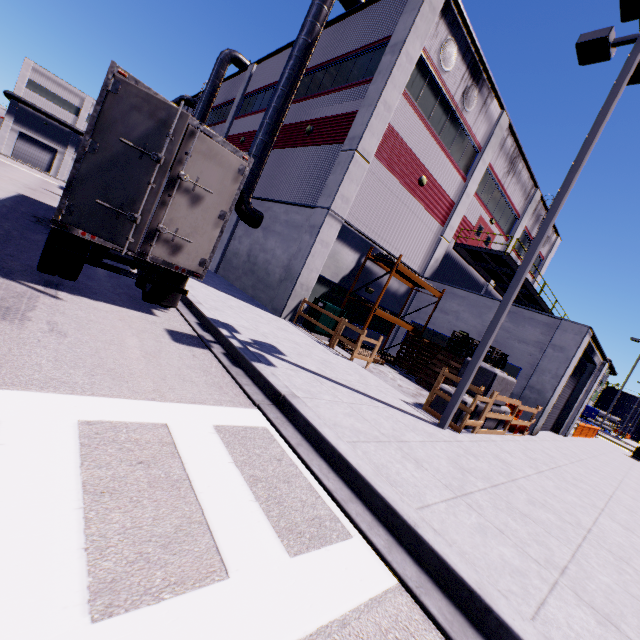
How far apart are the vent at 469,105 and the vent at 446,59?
1.34m

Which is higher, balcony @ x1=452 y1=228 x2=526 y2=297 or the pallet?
balcony @ x1=452 y1=228 x2=526 y2=297

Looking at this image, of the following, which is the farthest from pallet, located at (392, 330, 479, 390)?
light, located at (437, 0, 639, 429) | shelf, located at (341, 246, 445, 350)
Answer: light, located at (437, 0, 639, 429)

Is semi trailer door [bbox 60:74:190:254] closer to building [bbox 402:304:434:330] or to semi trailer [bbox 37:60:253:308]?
semi trailer [bbox 37:60:253:308]

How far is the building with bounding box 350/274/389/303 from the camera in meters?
16.1 m

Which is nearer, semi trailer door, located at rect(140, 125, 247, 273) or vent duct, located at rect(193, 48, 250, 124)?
semi trailer door, located at rect(140, 125, 247, 273)

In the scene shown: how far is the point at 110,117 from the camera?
5.3m

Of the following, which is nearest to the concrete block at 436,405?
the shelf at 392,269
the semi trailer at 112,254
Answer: the semi trailer at 112,254
